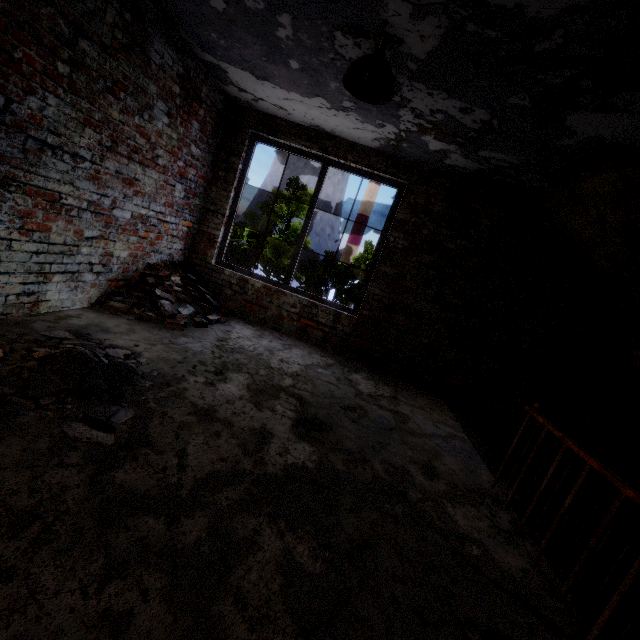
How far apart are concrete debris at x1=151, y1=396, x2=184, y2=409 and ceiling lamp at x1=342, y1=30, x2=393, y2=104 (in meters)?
2.87

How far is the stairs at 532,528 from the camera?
2.9m

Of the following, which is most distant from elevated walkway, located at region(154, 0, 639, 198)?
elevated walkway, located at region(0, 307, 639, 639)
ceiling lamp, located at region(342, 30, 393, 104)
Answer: elevated walkway, located at region(0, 307, 639, 639)

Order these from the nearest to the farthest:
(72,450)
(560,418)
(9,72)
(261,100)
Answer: (72,450) → (9,72) → (261,100) → (560,418)

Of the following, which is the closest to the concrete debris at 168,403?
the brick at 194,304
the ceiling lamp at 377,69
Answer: the brick at 194,304

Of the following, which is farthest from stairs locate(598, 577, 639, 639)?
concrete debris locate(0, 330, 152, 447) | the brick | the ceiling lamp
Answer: the brick

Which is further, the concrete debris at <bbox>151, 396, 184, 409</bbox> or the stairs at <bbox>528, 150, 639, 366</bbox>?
the stairs at <bbox>528, 150, 639, 366</bbox>

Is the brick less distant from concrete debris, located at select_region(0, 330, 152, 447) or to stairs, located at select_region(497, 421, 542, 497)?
concrete debris, located at select_region(0, 330, 152, 447)
